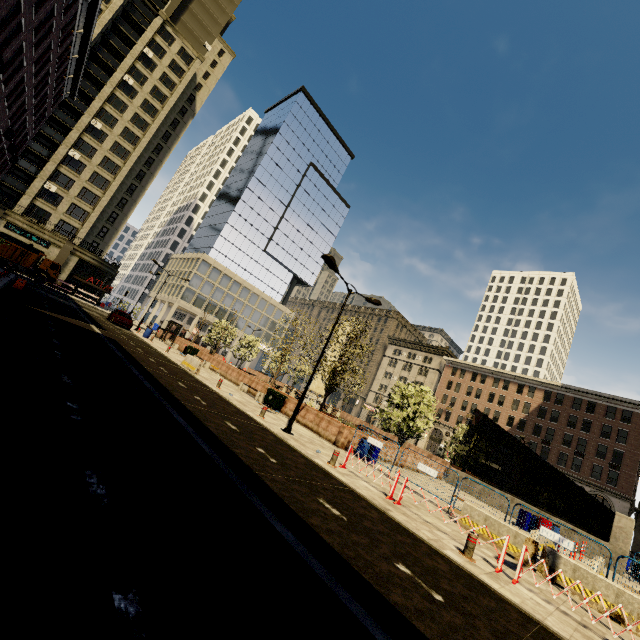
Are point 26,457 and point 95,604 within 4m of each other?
yes

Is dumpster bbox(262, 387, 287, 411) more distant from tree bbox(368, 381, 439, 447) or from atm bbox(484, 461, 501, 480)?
atm bbox(484, 461, 501, 480)

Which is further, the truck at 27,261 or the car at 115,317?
the truck at 27,261

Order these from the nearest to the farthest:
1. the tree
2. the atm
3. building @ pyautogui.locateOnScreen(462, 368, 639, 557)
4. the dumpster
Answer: the dumpster < the tree < the atm < building @ pyautogui.locateOnScreen(462, 368, 639, 557)

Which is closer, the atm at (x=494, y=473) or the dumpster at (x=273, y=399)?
the dumpster at (x=273, y=399)

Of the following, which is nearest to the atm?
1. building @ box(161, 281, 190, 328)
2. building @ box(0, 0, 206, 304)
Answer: building @ box(161, 281, 190, 328)

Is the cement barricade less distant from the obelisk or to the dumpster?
the dumpster

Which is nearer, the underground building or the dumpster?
the underground building
